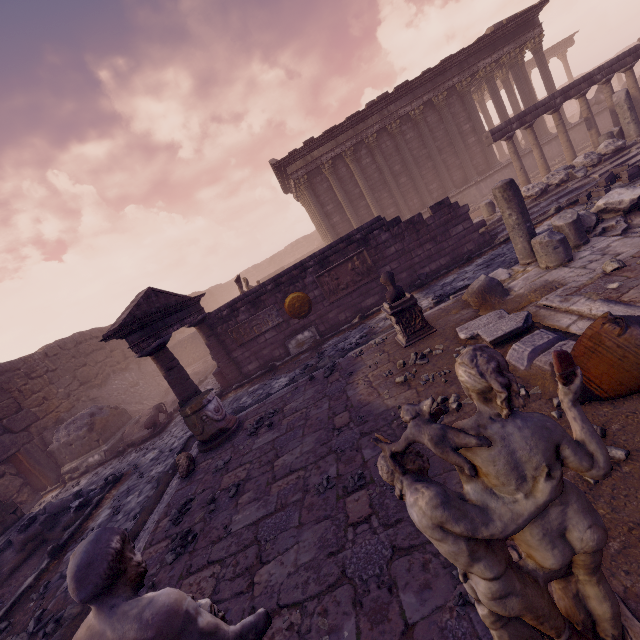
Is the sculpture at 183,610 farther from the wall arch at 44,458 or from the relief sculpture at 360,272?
the wall arch at 44,458

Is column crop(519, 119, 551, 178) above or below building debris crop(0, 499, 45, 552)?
above

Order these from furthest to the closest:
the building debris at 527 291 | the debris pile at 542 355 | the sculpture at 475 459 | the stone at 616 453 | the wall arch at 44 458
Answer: the wall arch at 44 458 < the building debris at 527 291 < the debris pile at 542 355 < the stone at 616 453 < the sculpture at 475 459

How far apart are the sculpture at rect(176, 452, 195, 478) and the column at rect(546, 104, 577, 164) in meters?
17.9 m

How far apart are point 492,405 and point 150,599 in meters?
1.6 m

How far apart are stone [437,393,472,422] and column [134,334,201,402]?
6.03m

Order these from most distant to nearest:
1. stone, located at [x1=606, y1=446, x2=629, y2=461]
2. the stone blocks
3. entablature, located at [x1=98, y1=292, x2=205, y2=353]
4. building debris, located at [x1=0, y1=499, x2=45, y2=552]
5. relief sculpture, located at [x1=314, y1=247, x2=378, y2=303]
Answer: relief sculpture, located at [x1=314, y1=247, x2=378, y2=303] < the stone blocks < building debris, located at [x1=0, y1=499, x2=45, y2=552] < entablature, located at [x1=98, y1=292, x2=205, y2=353] < stone, located at [x1=606, y1=446, x2=629, y2=461]

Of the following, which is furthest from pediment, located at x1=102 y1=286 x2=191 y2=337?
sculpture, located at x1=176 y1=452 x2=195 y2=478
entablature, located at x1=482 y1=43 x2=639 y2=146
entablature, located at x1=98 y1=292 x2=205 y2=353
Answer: entablature, located at x1=482 y1=43 x2=639 y2=146
